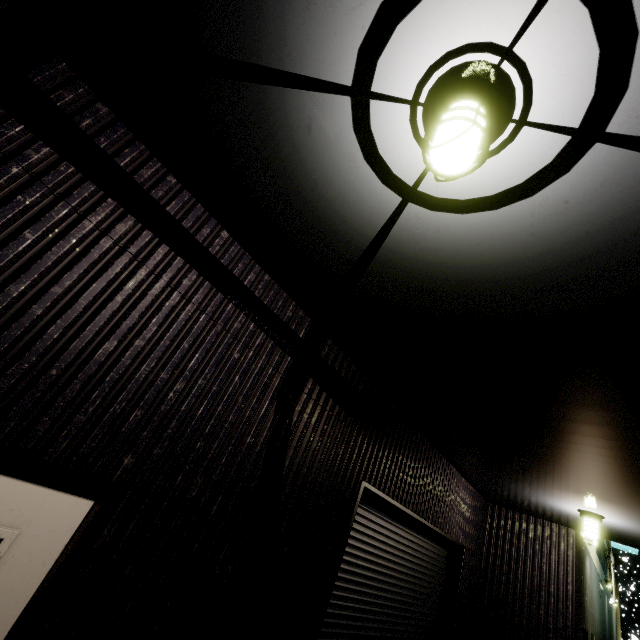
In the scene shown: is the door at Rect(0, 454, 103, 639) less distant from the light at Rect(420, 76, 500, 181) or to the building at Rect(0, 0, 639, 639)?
the building at Rect(0, 0, 639, 639)

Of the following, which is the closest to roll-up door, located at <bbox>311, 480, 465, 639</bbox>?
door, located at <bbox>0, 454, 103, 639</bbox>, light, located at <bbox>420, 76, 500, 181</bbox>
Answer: door, located at <bbox>0, 454, 103, 639</bbox>

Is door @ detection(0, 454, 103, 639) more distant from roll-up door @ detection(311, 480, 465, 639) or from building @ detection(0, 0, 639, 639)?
roll-up door @ detection(311, 480, 465, 639)

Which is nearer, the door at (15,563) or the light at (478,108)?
the light at (478,108)

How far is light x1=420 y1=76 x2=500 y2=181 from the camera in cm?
139

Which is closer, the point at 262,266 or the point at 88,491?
the point at 88,491

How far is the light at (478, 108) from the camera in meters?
1.4 m
